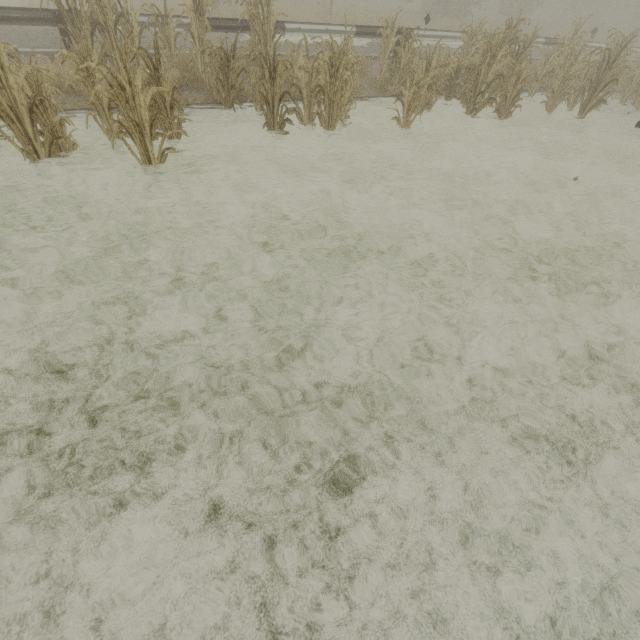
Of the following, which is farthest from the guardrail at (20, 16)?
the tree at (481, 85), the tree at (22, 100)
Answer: the tree at (481, 85)

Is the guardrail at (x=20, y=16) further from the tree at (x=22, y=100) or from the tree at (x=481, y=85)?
the tree at (x=481, y=85)

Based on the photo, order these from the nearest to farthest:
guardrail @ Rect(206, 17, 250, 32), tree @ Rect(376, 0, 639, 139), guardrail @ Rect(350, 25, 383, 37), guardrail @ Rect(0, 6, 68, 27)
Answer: guardrail @ Rect(0, 6, 68, 27)
tree @ Rect(376, 0, 639, 139)
guardrail @ Rect(206, 17, 250, 32)
guardrail @ Rect(350, 25, 383, 37)

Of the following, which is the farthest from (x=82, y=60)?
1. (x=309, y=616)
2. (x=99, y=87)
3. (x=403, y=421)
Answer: (x=309, y=616)

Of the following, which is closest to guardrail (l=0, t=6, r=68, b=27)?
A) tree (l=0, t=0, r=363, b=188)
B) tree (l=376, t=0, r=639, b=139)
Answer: tree (l=0, t=0, r=363, b=188)

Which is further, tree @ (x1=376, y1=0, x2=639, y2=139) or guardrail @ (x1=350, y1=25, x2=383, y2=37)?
guardrail @ (x1=350, y1=25, x2=383, y2=37)
